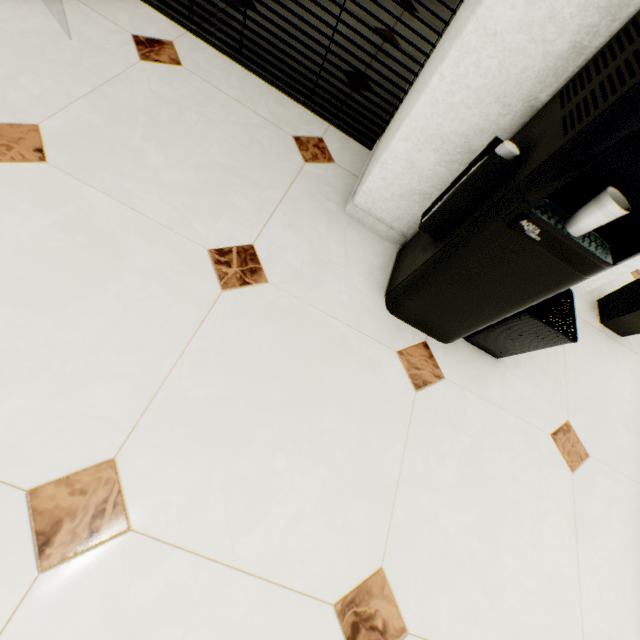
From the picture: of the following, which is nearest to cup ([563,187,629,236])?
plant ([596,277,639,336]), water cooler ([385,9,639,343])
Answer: water cooler ([385,9,639,343])

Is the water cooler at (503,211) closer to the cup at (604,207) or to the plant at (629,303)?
the cup at (604,207)

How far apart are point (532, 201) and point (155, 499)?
1.12m

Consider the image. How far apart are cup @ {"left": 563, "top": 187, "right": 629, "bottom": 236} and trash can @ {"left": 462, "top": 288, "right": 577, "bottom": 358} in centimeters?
34cm

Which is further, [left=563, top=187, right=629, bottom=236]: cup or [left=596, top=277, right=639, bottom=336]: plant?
[left=596, top=277, right=639, bottom=336]: plant

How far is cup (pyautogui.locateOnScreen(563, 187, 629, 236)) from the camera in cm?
69

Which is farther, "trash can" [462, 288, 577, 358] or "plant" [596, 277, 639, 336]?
"plant" [596, 277, 639, 336]

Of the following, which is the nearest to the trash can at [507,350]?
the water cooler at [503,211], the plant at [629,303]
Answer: the water cooler at [503,211]
